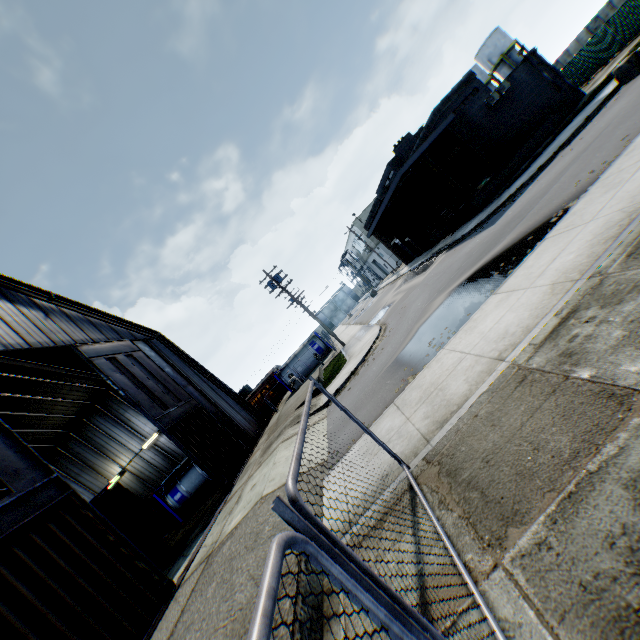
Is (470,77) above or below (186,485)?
above

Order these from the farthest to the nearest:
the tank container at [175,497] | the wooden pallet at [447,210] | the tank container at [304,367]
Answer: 1. the tank container at [304,367]
2. the wooden pallet at [447,210]
3. the tank container at [175,497]

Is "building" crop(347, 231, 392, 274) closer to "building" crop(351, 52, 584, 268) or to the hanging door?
"building" crop(351, 52, 584, 268)

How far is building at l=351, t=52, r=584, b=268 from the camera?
21.4 meters

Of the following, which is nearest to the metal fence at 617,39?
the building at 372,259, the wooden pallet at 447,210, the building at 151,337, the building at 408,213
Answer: the building at 151,337

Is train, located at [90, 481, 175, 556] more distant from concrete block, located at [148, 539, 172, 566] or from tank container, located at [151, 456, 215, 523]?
tank container, located at [151, 456, 215, 523]

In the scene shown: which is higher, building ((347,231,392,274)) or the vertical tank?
the vertical tank

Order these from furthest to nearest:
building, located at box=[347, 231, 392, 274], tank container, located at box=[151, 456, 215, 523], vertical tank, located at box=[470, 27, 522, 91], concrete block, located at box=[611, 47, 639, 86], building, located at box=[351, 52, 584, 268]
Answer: building, located at box=[347, 231, 392, 274], vertical tank, located at box=[470, 27, 522, 91], tank container, located at box=[151, 456, 215, 523], building, located at box=[351, 52, 584, 268], concrete block, located at box=[611, 47, 639, 86]
